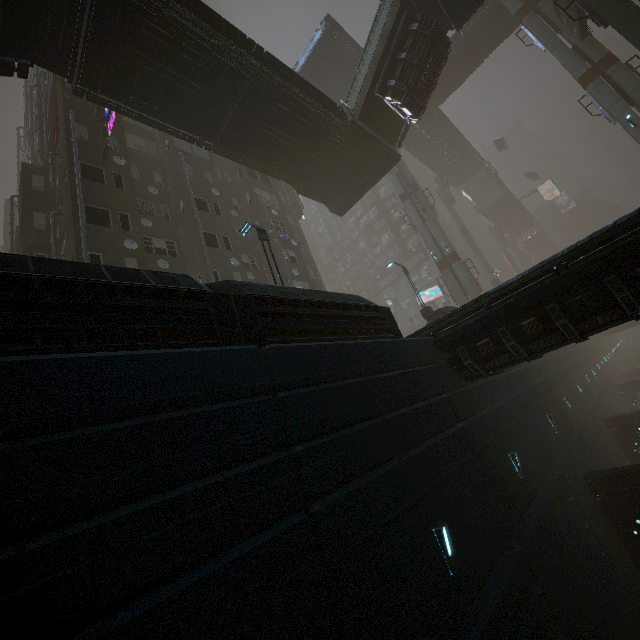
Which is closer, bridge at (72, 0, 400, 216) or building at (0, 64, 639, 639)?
building at (0, 64, 639, 639)

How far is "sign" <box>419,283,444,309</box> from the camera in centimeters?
4366cm

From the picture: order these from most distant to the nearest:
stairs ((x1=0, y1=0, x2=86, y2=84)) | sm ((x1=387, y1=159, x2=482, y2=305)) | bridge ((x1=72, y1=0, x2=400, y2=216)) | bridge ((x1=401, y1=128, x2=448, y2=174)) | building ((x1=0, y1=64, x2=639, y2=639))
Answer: bridge ((x1=401, y1=128, x2=448, y2=174)) < sm ((x1=387, y1=159, x2=482, y2=305)) < bridge ((x1=72, y1=0, x2=400, y2=216)) < stairs ((x1=0, y1=0, x2=86, y2=84)) < building ((x1=0, y1=64, x2=639, y2=639))

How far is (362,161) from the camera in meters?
22.1 m

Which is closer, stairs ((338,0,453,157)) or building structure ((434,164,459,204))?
stairs ((338,0,453,157))

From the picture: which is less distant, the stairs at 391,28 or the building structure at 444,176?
the stairs at 391,28

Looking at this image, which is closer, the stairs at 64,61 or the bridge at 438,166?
the stairs at 64,61

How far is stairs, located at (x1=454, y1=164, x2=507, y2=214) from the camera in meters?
54.7 m
